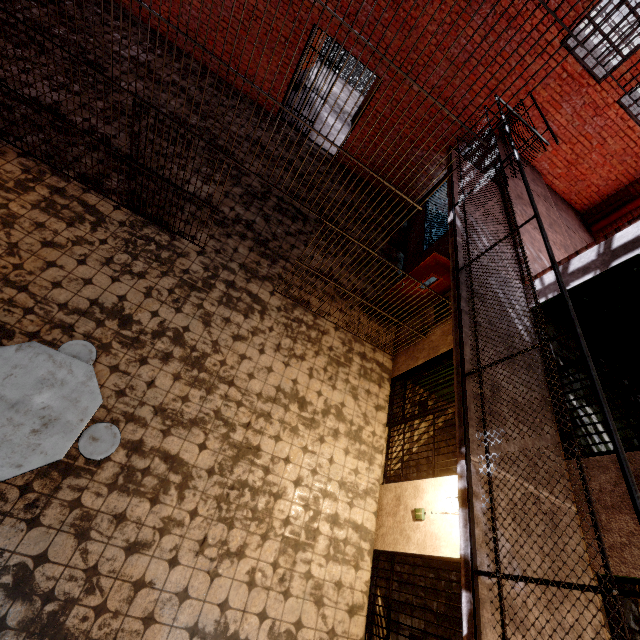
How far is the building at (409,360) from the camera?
5.7m

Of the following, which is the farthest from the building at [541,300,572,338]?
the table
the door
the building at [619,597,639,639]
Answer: the table

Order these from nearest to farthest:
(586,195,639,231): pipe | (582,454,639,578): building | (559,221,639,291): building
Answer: (582,454,639,578): building
(559,221,639,291): building
(586,195,639,231): pipe

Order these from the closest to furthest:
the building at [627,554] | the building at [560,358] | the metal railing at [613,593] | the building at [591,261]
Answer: the metal railing at [613,593] < the building at [627,554] < the building at [591,261] < the building at [560,358]

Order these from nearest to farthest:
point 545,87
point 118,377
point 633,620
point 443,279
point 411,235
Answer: point 633,620
point 118,377
point 443,279
point 545,87
point 411,235

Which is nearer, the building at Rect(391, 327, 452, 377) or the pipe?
the building at Rect(391, 327, 452, 377)

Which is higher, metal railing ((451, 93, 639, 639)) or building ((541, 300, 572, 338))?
metal railing ((451, 93, 639, 639))

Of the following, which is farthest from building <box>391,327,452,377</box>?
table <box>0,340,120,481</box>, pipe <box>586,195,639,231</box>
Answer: pipe <box>586,195,639,231</box>
